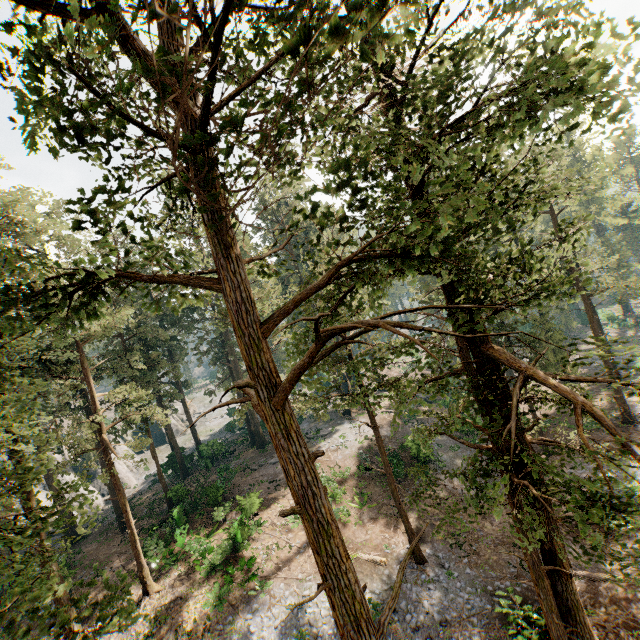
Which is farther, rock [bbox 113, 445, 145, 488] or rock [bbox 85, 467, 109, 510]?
rock [bbox 113, 445, 145, 488]

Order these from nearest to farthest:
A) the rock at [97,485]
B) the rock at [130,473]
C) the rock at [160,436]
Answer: the rock at [97,485] < the rock at [130,473] < the rock at [160,436]

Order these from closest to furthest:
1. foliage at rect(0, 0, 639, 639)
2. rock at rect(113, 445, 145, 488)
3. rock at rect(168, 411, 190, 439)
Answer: foliage at rect(0, 0, 639, 639), rock at rect(113, 445, 145, 488), rock at rect(168, 411, 190, 439)

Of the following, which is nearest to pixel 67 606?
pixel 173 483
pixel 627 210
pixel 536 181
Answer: pixel 173 483

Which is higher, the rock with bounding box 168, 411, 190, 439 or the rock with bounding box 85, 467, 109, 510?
the rock with bounding box 168, 411, 190, 439

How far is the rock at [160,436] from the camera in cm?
5400

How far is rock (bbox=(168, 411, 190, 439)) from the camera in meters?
55.2

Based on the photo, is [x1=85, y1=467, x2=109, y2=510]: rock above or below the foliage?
below
